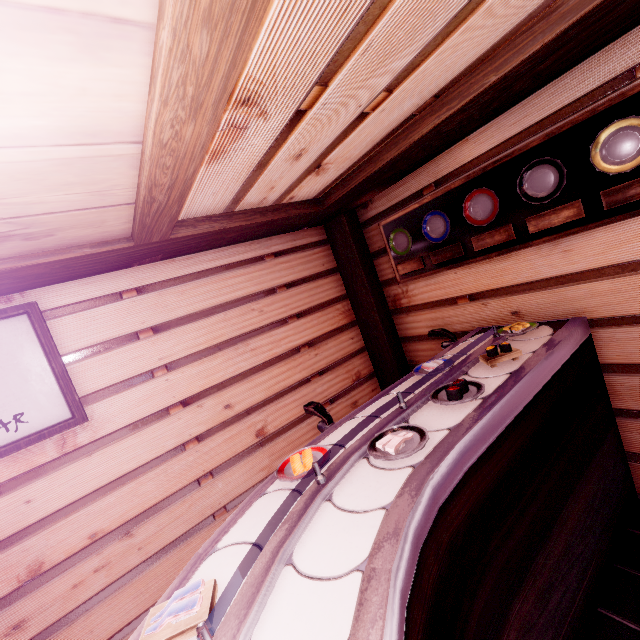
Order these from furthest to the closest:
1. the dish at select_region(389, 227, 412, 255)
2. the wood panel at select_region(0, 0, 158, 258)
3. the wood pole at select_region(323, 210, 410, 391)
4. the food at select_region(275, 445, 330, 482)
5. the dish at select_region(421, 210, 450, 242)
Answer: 1. the wood pole at select_region(323, 210, 410, 391)
2. the dish at select_region(389, 227, 412, 255)
3. the dish at select_region(421, 210, 450, 242)
4. the food at select_region(275, 445, 330, 482)
5. the wood panel at select_region(0, 0, 158, 258)

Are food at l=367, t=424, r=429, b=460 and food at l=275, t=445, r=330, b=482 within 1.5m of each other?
yes

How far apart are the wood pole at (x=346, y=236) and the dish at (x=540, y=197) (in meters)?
2.82

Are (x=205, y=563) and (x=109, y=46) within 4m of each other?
yes

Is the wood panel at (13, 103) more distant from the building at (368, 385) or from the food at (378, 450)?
the food at (378, 450)

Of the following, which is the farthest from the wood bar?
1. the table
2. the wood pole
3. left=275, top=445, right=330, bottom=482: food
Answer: left=275, top=445, right=330, bottom=482: food

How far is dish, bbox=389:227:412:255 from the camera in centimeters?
543cm

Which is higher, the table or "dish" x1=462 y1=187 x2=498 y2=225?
"dish" x1=462 y1=187 x2=498 y2=225
